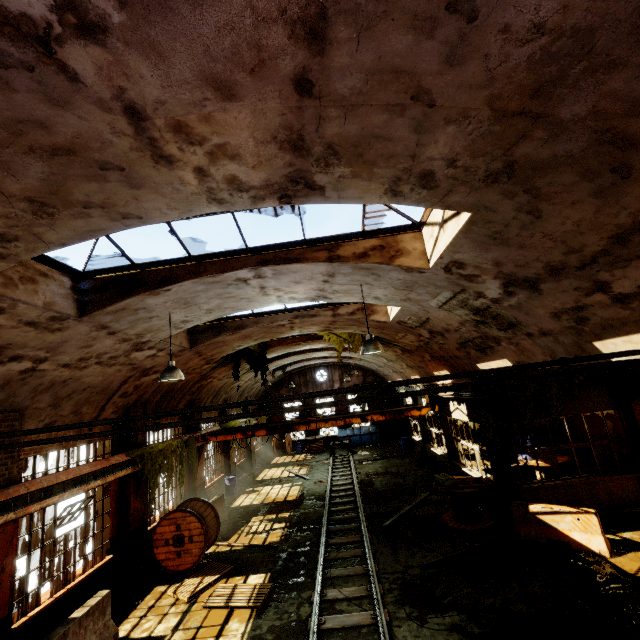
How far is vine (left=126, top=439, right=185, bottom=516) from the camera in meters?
11.0

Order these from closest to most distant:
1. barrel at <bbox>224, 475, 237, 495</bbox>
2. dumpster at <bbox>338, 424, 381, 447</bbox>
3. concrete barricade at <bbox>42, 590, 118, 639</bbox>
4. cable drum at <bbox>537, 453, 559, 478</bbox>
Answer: concrete barricade at <bbox>42, 590, 118, 639</bbox>
cable drum at <bbox>537, 453, 559, 478</bbox>
barrel at <bbox>224, 475, 237, 495</bbox>
dumpster at <bbox>338, 424, 381, 447</bbox>

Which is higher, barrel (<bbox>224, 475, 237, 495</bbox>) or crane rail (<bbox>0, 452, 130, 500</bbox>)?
crane rail (<bbox>0, 452, 130, 500</bbox>)

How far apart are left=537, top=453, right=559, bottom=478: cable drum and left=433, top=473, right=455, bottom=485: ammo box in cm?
429

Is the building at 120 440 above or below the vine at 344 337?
below

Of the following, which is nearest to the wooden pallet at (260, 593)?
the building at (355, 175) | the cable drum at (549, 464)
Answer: the building at (355, 175)

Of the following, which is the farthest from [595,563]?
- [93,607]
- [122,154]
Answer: [122,154]

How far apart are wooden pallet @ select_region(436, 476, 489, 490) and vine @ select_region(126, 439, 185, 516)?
10.0 meters
